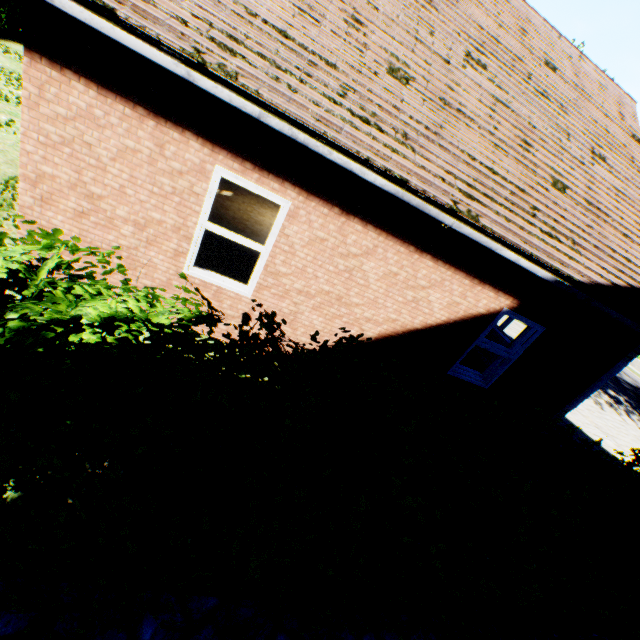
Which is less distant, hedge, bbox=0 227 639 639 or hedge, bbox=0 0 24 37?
hedge, bbox=0 227 639 639

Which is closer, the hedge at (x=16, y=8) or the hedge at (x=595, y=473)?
the hedge at (x=595, y=473)

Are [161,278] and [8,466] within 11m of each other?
yes
